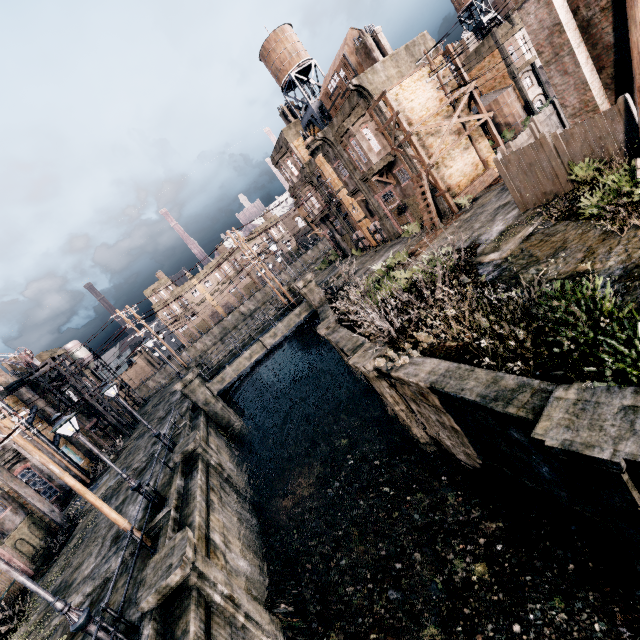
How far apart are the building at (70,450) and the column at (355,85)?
38.8 meters

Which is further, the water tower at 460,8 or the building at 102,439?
the water tower at 460,8

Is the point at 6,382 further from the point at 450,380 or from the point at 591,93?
the point at 591,93

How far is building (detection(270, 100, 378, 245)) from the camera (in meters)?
33.06

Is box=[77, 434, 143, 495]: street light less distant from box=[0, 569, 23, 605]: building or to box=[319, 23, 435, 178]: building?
box=[0, 569, 23, 605]: building

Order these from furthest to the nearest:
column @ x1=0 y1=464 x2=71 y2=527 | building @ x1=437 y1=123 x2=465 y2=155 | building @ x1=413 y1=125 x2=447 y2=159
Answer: building @ x1=437 y1=123 x2=465 y2=155 < building @ x1=413 y1=125 x2=447 y2=159 < column @ x1=0 y1=464 x2=71 y2=527

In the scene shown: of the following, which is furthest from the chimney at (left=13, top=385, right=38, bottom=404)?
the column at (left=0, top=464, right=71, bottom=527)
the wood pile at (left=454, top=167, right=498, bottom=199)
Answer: the wood pile at (left=454, top=167, right=498, bottom=199)

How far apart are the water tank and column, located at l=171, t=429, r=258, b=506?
42.29m
